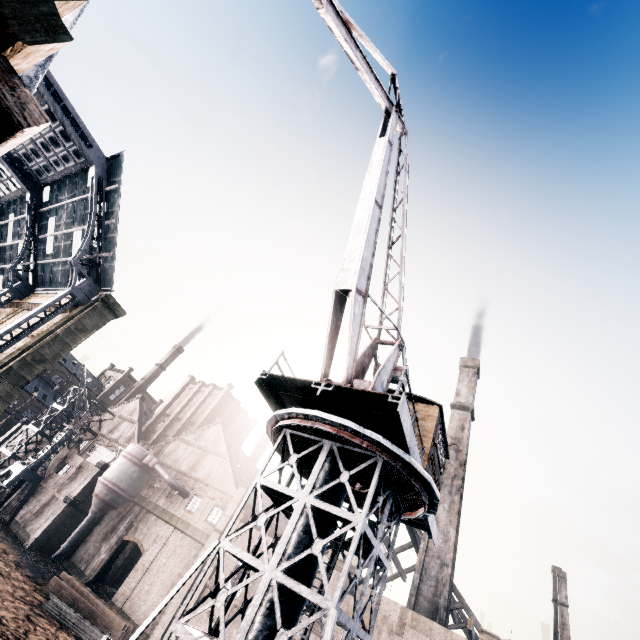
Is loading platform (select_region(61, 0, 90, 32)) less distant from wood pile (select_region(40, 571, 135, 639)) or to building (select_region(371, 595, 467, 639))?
building (select_region(371, 595, 467, 639))

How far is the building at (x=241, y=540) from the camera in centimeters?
3303cm

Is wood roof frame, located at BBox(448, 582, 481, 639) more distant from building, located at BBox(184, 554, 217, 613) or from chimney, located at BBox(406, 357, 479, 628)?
chimney, located at BBox(406, 357, 479, 628)

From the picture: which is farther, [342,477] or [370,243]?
[370,243]

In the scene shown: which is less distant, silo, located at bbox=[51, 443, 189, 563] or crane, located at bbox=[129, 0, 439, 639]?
A: crane, located at bbox=[129, 0, 439, 639]

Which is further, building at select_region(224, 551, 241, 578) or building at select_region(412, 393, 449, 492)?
building at select_region(224, 551, 241, 578)

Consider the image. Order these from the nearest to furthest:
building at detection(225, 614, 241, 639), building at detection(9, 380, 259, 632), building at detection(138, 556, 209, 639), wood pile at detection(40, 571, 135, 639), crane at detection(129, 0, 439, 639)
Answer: crane at detection(129, 0, 439, 639) → wood pile at detection(40, 571, 135, 639) → building at detection(225, 614, 241, 639) → building at detection(138, 556, 209, 639) → building at detection(9, 380, 259, 632)

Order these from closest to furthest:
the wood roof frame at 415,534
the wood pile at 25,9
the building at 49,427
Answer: the wood pile at 25,9
the wood roof frame at 415,534
the building at 49,427
